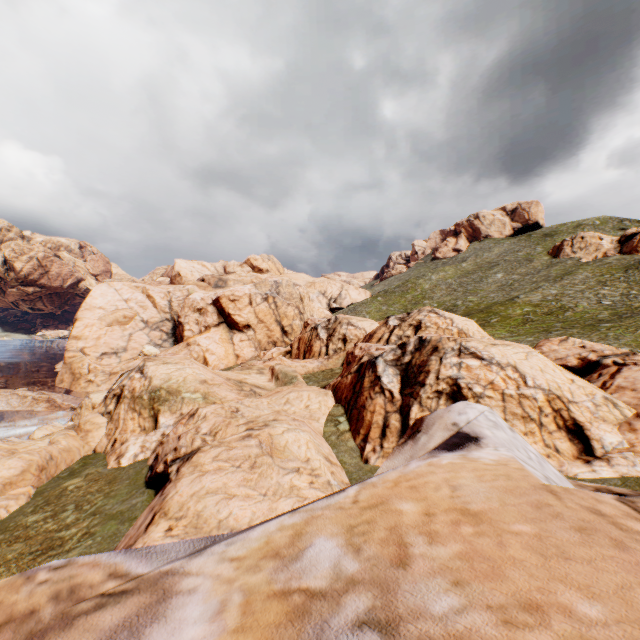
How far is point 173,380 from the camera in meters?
26.5 m
